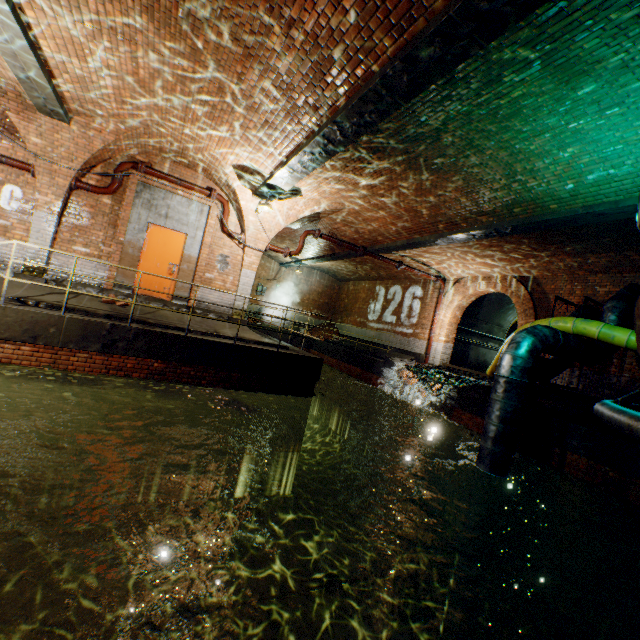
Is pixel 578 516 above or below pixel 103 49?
below

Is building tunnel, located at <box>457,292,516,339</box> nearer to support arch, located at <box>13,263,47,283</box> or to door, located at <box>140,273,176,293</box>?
door, located at <box>140,273,176,293</box>

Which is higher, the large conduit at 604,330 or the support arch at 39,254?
the large conduit at 604,330

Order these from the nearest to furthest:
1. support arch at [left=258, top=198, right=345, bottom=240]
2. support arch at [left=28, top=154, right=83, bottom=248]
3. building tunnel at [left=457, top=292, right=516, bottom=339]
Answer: support arch at [left=28, top=154, right=83, bottom=248] < support arch at [left=258, top=198, right=345, bottom=240] < building tunnel at [left=457, top=292, right=516, bottom=339]

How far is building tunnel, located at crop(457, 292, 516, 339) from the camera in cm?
1584

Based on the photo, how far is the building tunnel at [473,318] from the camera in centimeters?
1584cm

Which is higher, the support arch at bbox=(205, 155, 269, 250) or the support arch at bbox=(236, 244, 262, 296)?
the support arch at bbox=(205, 155, 269, 250)

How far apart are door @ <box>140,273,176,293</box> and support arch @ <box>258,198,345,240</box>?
1.7m
